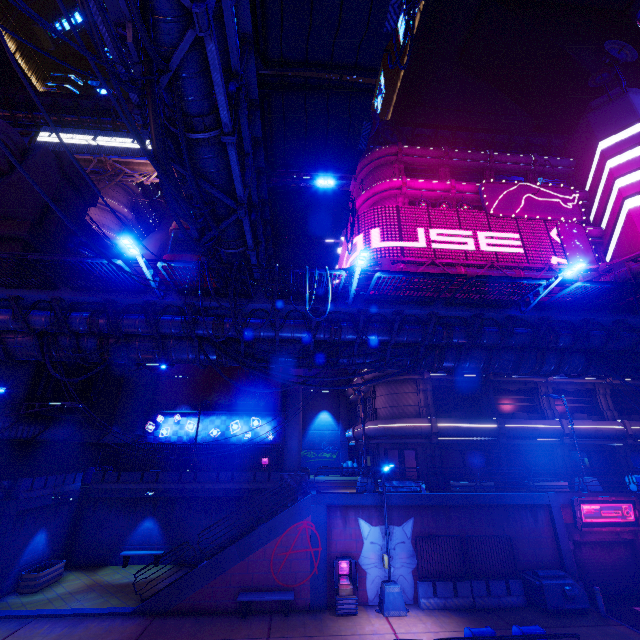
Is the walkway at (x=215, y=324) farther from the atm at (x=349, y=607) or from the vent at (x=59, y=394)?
the atm at (x=349, y=607)

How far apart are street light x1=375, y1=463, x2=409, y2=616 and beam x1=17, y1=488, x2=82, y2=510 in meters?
17.8

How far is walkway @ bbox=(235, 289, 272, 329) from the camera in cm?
1285

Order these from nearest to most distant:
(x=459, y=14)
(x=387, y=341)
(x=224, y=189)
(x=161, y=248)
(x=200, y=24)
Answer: (x=200, y=24), (x=224, y=189), (x=387, y=341), (x=161, y=248), (x=459, y=14)

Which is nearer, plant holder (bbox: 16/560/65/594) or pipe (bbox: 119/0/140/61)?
pipe (bbox: 119/0/140/61)

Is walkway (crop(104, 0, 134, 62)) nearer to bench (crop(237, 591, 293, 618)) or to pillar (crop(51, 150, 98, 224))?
pillar (crop(51, 150, 98, 224))

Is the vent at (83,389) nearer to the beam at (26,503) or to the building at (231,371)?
the beam at (26,503)

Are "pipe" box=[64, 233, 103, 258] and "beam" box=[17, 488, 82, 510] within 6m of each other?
no
